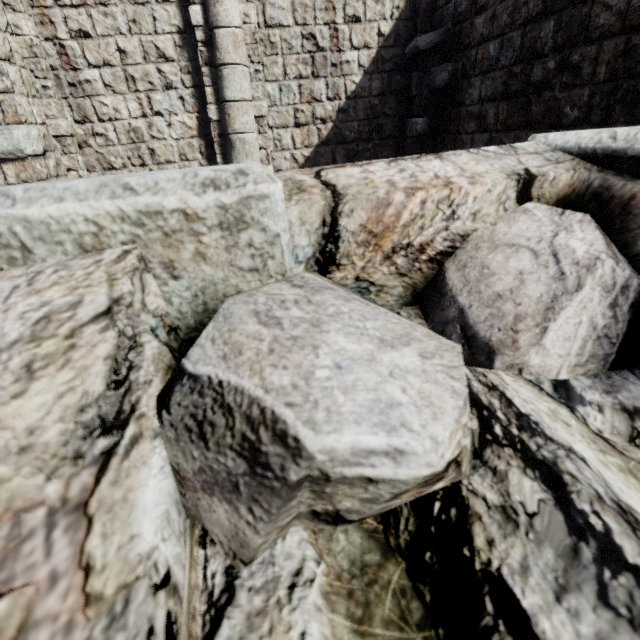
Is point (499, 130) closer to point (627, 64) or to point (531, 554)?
point (627, 64)
